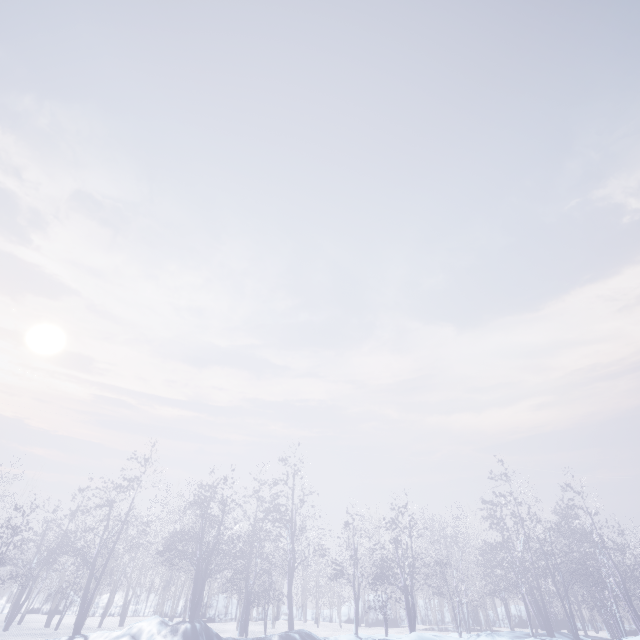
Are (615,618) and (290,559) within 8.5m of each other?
no

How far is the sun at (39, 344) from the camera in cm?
4369

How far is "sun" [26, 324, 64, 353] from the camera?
43.69m
